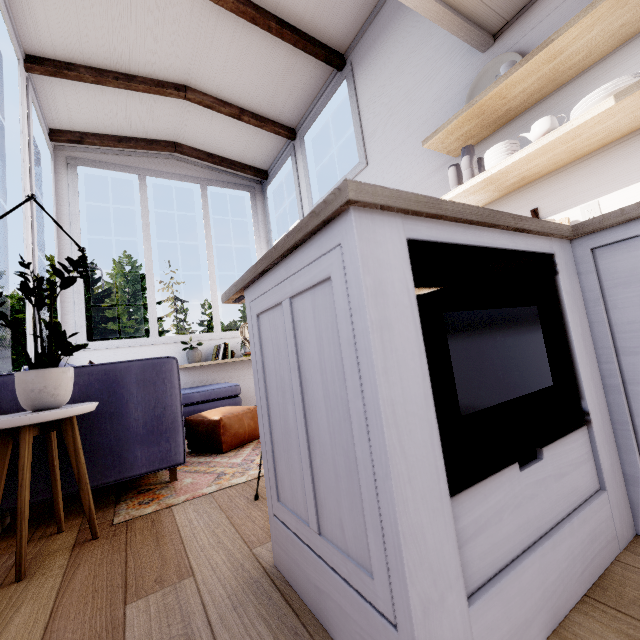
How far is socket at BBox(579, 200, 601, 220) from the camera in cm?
166

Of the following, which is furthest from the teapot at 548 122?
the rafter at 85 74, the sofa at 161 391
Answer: the rafter at 85 74

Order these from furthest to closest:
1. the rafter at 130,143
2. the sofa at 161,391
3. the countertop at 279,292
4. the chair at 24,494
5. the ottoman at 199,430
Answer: the rafter at 130,143, the ottoman at 199,430, the sofa at 161,391, the chair at 24,494, the countertop at 279,292

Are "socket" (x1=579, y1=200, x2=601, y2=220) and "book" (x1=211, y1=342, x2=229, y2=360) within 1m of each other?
no

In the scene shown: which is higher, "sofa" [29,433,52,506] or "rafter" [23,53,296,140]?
"rafter" [23,53,296,140]

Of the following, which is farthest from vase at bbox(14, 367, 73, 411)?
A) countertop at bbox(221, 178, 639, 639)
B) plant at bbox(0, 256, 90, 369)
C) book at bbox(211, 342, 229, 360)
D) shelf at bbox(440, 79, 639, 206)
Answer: book at bbox(211, 342, 229, 360)

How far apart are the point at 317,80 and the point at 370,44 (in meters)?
0.80

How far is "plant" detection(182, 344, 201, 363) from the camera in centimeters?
429cm
